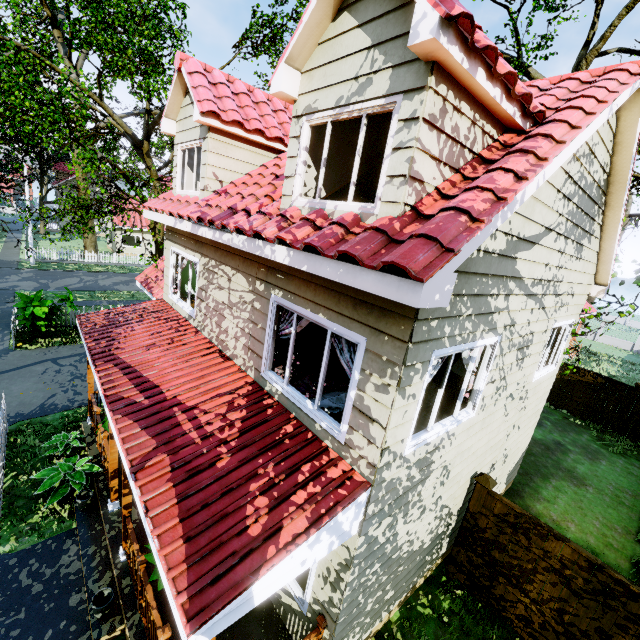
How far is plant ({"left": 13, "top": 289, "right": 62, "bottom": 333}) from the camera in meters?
12.7 m

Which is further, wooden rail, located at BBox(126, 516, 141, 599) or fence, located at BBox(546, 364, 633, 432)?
fence, located at BBox(546, 364, 633, 432)

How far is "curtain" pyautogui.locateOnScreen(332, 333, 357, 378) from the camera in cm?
395

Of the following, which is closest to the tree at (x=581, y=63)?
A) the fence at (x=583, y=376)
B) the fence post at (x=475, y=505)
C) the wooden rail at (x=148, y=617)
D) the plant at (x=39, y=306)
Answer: the fence at (x=583, y=376)

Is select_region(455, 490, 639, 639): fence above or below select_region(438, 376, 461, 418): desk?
below

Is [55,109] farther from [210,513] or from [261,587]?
[261,587]

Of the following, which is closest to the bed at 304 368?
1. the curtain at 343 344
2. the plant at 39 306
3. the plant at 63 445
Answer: the curtain at 343 344

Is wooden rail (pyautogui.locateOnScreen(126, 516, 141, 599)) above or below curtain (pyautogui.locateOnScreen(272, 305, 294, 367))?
below
